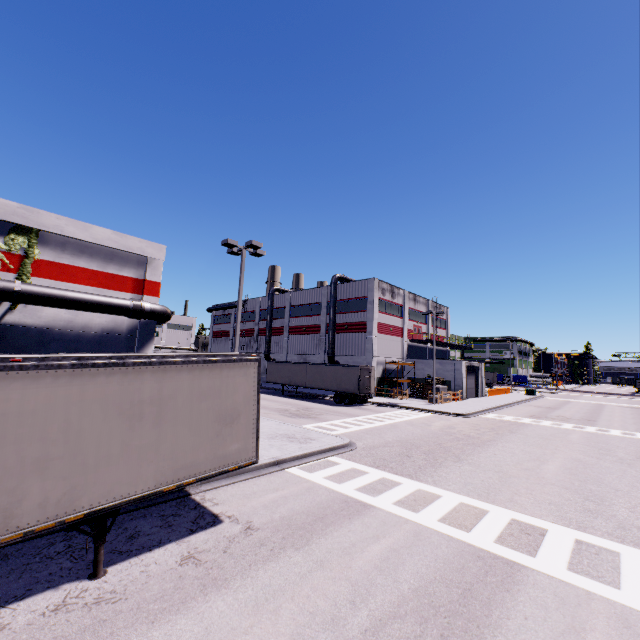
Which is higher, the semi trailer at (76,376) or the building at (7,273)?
the building at (7,273)

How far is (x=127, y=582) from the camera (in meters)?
5.81

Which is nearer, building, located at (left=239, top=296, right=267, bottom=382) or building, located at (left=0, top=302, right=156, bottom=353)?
building, located at (left=0, top=302, right=156, bottom=353)

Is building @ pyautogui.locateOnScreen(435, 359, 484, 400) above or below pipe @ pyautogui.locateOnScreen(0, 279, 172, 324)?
below

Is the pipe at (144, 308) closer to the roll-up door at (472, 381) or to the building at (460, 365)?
the building at (460, 365)

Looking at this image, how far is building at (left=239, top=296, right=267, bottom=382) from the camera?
54.9m
